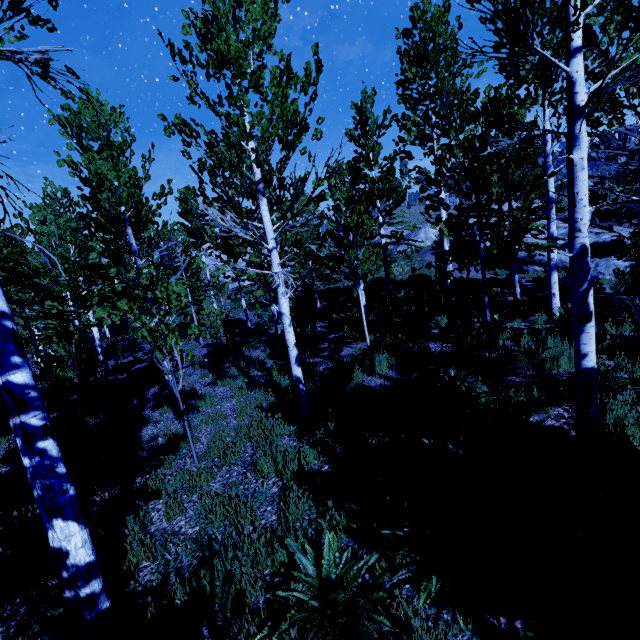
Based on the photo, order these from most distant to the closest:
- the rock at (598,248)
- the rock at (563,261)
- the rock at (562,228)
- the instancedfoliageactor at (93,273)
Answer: the rock at (562,228) < the rock at (563,261) < the rock at (598,248) < the instancedfoliageactor at (93,273)

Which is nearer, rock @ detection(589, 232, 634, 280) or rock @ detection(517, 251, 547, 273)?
rock @ detection(589, 232, 634, 280)

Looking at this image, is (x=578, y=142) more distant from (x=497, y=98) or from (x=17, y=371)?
(x=17, y=371)

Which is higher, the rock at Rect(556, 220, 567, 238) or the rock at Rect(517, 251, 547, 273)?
the rock at Rect(556, 220, 567, 238)

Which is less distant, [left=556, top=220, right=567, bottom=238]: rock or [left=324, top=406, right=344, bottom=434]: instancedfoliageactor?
[left=324, top=406, right=344, bottom=434]: instancedfoliageactor

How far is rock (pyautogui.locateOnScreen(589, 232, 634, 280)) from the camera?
15.3 meters

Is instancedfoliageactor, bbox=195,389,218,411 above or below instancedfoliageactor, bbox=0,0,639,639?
below

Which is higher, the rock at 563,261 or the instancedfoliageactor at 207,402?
the rock at 563,261
